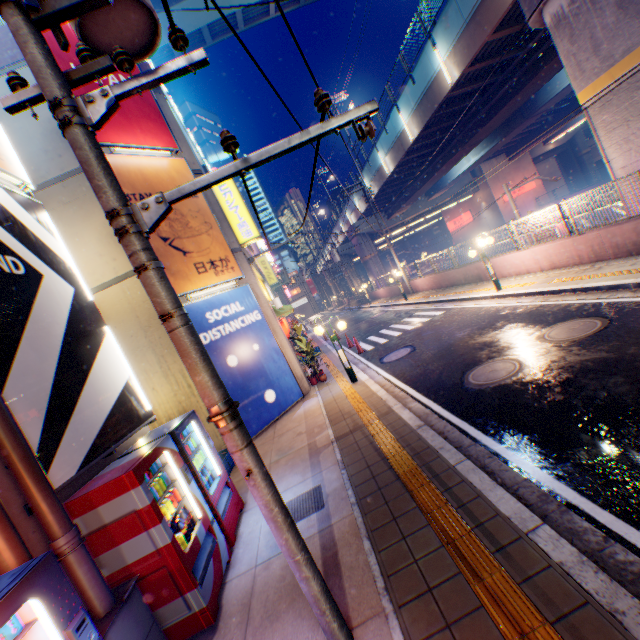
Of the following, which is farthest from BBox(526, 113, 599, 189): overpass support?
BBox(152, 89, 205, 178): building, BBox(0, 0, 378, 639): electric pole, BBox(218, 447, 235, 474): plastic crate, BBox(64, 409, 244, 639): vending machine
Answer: BBox(218, 447, 235, 474): plastic crate

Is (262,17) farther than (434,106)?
Yes

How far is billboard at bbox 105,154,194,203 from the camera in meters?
9.0 m

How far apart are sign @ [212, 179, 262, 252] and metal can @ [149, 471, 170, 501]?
9.2m

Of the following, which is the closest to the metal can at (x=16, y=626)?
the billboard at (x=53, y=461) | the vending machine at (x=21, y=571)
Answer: the vending machine at (x=21, y=571)

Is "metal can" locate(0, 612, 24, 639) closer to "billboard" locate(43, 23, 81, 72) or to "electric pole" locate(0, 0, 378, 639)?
"electric pole" locate(0, 0, 378, 639)

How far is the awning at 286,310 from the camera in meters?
13.5

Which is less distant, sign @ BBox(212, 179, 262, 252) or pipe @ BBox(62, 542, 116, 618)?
pipe @ BBox(62, 542, 116, 618)
